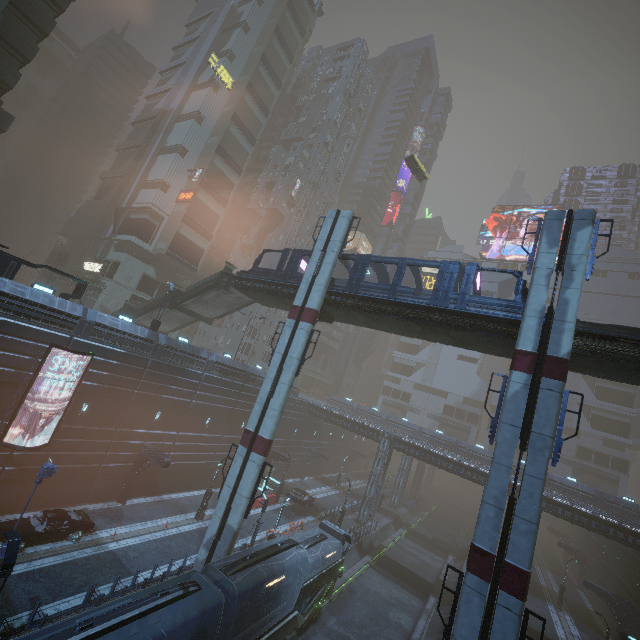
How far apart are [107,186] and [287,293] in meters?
48.4

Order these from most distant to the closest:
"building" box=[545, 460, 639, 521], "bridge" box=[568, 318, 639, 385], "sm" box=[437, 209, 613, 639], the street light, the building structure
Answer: "building" box=[545, 460, 639, 521] → the building structure → "bridge" box=[568, 318, 639, 385] → "sm" box=[437, 209, 613, 639] → the street light

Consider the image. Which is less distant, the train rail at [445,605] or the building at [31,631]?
the building at [31,631]

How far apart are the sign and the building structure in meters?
30.4

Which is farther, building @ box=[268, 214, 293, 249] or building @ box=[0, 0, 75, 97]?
building @ box=[268, 214, 293, 249]

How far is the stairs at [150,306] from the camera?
33.8m

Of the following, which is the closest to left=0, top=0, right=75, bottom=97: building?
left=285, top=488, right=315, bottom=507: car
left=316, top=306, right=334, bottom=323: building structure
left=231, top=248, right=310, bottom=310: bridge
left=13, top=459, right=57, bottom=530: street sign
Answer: left=285, top=488, right=315, bottom=507: car

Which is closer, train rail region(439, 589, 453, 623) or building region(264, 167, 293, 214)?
train rail region(439, 589, 453, 623)
